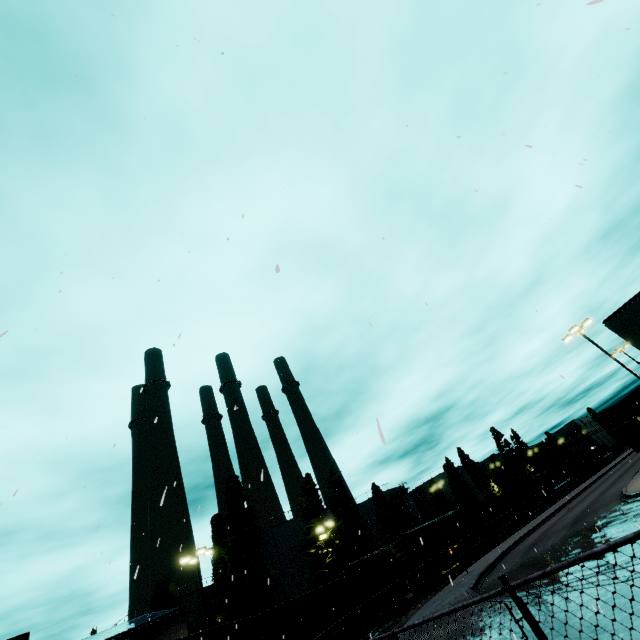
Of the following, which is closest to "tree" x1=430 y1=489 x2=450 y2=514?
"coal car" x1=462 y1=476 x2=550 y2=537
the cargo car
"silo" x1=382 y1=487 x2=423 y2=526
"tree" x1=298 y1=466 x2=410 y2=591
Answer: "tree" x1=298 y1=466 x2=410 y2=591

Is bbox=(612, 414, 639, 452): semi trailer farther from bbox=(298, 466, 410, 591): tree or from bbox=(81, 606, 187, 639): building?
bbox=(298, 466, 410, 591): tree

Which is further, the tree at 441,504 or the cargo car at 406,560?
the tree at 441,504

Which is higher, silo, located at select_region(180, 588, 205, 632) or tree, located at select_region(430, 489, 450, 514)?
silo, located at select_region(180, 588, 205, 632)

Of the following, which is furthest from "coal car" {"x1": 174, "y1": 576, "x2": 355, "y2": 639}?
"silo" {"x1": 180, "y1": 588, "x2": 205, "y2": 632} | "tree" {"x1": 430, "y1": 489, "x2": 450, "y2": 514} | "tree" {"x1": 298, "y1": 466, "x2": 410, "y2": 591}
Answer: "silo" {"x1": 180, "y1": 588, "x2": 205, "y2": 632}

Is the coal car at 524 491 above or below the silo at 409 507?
below

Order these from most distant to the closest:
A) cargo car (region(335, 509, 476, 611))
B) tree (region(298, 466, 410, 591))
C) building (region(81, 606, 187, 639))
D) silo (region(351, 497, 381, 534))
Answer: silo (region(351, 497, 381, 534)) → tree (region(298, 466, 410, 591)) → cargo car (region(335, 509, 476, 611)) → building (region(81, 606, 187, 639))

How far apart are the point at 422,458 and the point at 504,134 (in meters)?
7.83
